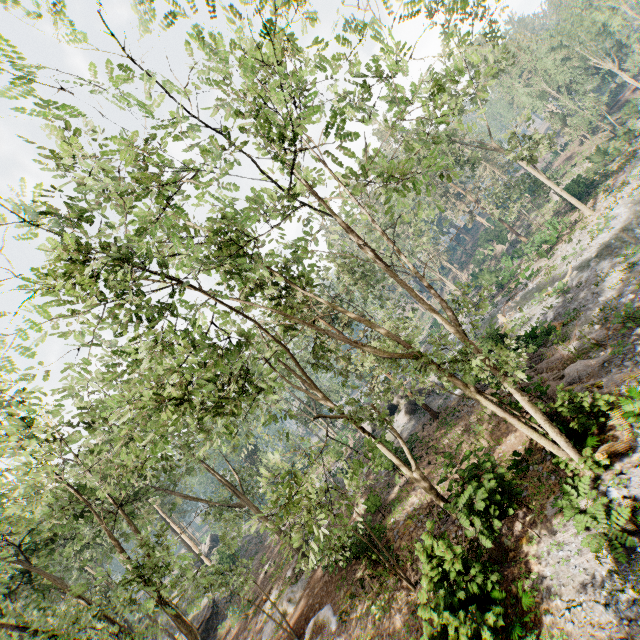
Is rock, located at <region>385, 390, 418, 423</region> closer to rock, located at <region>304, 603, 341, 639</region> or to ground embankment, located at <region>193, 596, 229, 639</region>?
rock, located at <region>304, 603, 341, 639</region>

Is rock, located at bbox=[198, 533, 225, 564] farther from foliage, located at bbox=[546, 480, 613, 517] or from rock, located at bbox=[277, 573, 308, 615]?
rock, located at bbox=[277, 573, 308, 615]

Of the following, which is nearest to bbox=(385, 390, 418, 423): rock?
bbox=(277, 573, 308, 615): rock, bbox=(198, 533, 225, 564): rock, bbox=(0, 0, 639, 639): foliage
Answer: bbox=(0, 0, 639, 639): foliage

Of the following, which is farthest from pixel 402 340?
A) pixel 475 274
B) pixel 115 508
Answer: pixel 475 274

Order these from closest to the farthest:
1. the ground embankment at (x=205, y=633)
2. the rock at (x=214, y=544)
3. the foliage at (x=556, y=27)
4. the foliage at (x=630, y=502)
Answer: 1. the foliage at (x=556, y=27)
2. the foliage at (x=630, y=502)
3. the ground embankment at (x=205, y=633)
4. the rock at (x=214, y=544)

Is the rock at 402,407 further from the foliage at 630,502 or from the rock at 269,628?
the rock at 269,628

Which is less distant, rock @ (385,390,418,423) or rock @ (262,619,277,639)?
rock @ (262,619,277,639)

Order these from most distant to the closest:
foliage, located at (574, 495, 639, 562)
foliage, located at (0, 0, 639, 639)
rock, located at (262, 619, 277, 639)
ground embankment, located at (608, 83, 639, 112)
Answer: ground embankment, located at (608, 83, 639, 112)
rock, located at (262, 619, 277, 639)
foliage, located at (574, 495, 639, 562)
foliage, located at (0, 0, 639, 639)
